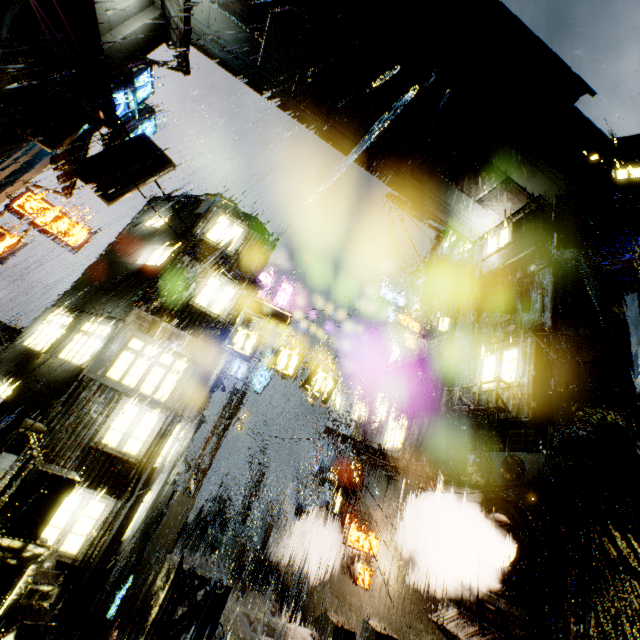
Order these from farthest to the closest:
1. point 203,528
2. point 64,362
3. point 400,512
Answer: point 203,528 → point 400,512 → point 64,362

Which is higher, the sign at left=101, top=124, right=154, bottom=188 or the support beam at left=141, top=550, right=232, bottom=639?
the sign at left=101, top=124, right=154, bottom=188

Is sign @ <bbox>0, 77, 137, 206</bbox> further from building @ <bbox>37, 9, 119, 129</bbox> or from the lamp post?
the lamp post

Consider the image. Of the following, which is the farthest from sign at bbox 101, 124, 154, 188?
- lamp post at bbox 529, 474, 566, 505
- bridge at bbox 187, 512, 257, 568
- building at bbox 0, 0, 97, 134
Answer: bridge at bbox 187, 512, 257, 568

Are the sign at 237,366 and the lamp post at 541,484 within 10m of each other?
no

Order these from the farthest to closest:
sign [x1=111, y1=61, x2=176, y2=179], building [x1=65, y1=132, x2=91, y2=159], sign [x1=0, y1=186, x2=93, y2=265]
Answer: sign [x1=0, y1=186, x2=93, y2=265] → building [x1=65, y1=132, x2=91, y2=159] → sign [x1=111, y1=61, x2=176, y2=179]

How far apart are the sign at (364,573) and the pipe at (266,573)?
6.77m

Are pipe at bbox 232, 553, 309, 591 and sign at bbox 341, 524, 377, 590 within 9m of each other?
yes
